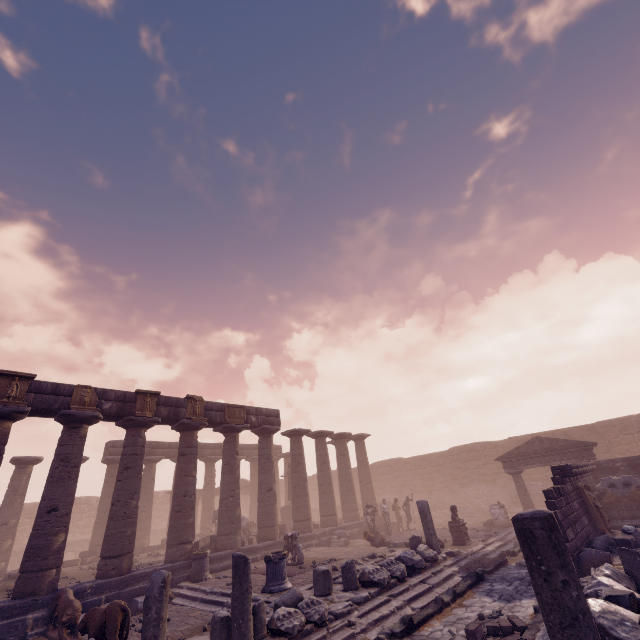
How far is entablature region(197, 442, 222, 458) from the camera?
25.2m

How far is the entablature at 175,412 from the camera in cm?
1430

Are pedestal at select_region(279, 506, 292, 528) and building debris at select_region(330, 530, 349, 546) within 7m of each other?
yes

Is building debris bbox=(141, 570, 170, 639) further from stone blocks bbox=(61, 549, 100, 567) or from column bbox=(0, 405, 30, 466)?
stone blocks bbox=(61, 549, 100, 567)

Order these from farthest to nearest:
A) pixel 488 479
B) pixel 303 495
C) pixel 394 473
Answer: pixel 394 473
pixel 488 479
pixel 303 495

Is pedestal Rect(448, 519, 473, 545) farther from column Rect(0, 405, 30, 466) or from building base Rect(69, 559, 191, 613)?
column Rect(0, 405, 30, 466)

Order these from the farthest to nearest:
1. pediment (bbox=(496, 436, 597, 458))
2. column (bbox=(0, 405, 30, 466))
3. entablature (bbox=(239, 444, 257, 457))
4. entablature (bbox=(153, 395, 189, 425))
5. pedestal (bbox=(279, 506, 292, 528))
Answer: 1. entablature (bbox=(239, 444, 257, 457))
2. pedestal (bbox=(279, 506, 292, 528))
3. pediment (bbox=(496, 436, 597, 458))
4. entablature (bbox=(153, 395, 189, 425))
5. column (bbox=(0, 405, 30, 466))

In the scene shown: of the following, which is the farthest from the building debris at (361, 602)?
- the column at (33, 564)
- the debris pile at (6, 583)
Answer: the debris pile at (6, 583)
